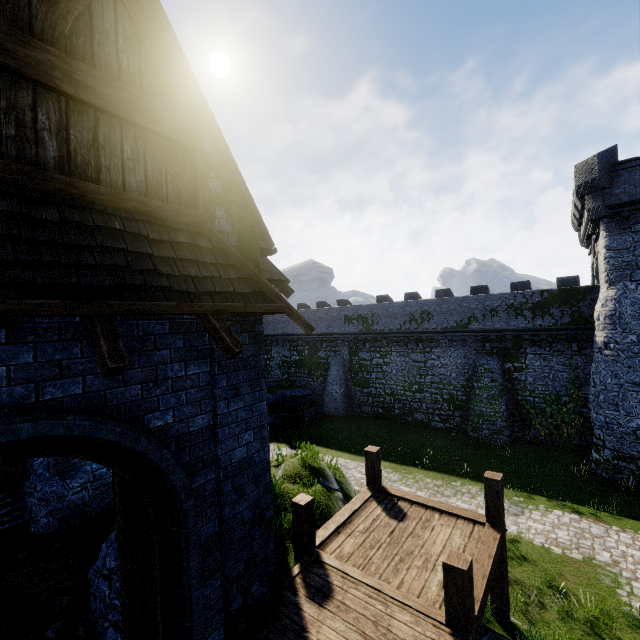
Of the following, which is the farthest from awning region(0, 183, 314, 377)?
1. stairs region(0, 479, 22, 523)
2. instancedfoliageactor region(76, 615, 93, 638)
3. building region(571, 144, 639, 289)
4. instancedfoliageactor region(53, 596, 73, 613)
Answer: building region(571, 144, 639, 289)

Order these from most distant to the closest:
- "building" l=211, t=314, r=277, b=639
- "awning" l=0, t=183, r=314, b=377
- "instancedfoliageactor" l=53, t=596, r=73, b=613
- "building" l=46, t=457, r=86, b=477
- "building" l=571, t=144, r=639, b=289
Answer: "building" l=571, t=144, r=639, b=289
"building" l=46, t=457, r=86, b=477
"instancedfoliageactor" l=53, t=596, r=73, b=613
"building" l=211, t=314, r=277, b=639
"awning" l=0, t=183, r=314, b=377

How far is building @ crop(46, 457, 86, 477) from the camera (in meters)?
9.47

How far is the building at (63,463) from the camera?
9.47m

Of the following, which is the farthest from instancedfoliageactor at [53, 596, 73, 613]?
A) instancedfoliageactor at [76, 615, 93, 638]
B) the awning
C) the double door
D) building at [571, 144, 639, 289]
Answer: building at [571, 144, 639, 289]

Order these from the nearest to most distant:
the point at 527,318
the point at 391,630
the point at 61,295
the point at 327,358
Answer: the point at 61,295 < the point at 391,630 < the point at 527,318 < the point at 327,358

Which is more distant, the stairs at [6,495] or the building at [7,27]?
the stairs at [6,495]

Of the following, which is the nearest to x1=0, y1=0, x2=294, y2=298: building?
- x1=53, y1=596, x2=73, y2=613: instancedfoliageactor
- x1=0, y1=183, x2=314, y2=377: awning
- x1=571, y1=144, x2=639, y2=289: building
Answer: x1=0, y1=183, x2=314, y2=377: awning
